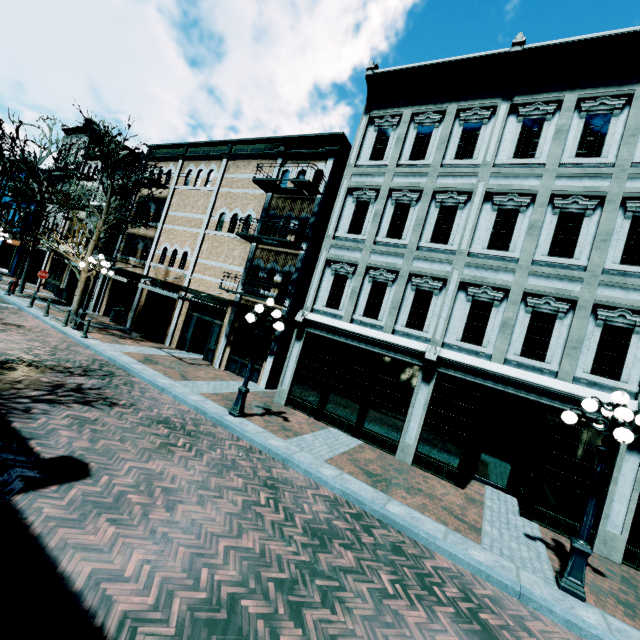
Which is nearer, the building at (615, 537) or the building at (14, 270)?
the building at (615, 537)

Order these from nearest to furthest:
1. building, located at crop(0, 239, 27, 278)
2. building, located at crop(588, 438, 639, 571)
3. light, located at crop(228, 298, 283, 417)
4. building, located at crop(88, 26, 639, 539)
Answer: building, located at crop(588, 438, 639, 571) < building, located at crop(88, 26, 639, 539) < light, located at crop(228, 298, 283, 417) < building, located at crop(0, 239, 27, 278)

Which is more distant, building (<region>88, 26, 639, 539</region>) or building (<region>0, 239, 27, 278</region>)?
building (<region>0, 239, 27, 278</region>)

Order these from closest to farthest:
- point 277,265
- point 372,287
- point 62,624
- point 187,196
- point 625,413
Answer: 1. point 62,624
2. point 625,413
3. point 372,287
4. point 277,265
5. point 187,196

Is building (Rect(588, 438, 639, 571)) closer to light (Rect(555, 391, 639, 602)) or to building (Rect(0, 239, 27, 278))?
building (Rect(0, 239, 27, 278))

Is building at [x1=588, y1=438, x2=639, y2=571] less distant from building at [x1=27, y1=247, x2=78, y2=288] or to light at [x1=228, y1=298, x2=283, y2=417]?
building at [x1=27, y1=247, x2=78, y2=288]

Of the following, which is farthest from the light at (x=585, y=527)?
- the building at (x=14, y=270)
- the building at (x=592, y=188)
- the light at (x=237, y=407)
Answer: the building at (x=14, y=270)
